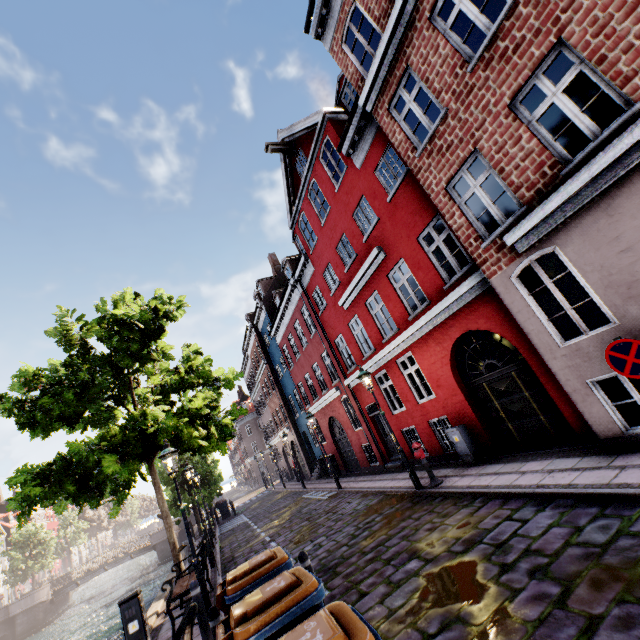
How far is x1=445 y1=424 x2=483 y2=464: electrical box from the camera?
9.4 meters

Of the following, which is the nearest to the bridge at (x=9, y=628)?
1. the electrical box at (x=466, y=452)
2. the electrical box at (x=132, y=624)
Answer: the electrical box at (x=132, y=624)

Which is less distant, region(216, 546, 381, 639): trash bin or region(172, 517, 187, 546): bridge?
region(216, 546, 381, 639): trash bin

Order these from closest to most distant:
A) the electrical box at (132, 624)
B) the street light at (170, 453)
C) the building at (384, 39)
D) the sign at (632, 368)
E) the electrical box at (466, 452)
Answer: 1. the sign at (632, 368)
2. the building at (384, 39)
3. the electrical box at (132, 624)
4. the street light at (170, 453)
5. the electrical box at (466, 452)

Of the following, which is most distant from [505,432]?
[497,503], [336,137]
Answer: [336,137]

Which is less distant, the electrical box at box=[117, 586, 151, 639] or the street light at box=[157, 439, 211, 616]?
the electrical box at box=[117, 586, 151, 639]

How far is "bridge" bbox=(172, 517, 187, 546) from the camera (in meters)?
36.94

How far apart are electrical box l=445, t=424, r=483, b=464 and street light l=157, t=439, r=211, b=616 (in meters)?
7.43
